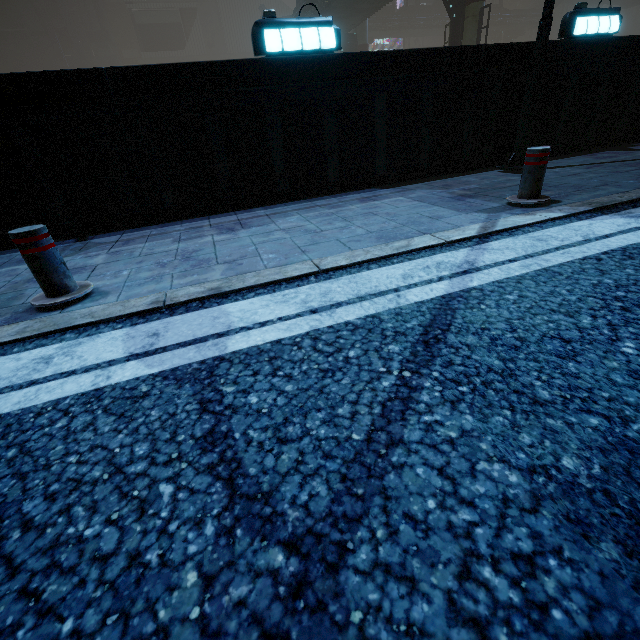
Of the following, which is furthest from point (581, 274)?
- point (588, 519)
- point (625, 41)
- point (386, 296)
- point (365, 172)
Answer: point (625, 41)

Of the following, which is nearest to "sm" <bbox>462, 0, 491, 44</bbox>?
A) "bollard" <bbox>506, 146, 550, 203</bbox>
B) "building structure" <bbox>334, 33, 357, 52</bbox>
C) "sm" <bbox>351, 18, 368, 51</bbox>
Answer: "sm" <bbox>351, 18, 368, 51</bbox>

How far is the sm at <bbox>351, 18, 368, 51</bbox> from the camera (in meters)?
27.76

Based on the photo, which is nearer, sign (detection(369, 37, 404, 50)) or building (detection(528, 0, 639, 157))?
building (detection(528, 0, 639, 157))

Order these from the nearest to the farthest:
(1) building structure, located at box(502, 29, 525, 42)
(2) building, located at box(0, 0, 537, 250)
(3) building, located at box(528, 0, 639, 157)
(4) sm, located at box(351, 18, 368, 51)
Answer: (2) building, located at box(0, 0, 537, 250) → (3) building, located at box(528, 0, 639, 157) → (4) sm, located at box(351, 18, 368, 51) → (1) building structure, located at box(502, 29, 525, 42)

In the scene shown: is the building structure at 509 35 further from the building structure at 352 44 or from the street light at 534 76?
the street light at 534 76

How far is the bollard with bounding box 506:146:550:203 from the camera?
3.6 meters

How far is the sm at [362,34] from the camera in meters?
27.8
